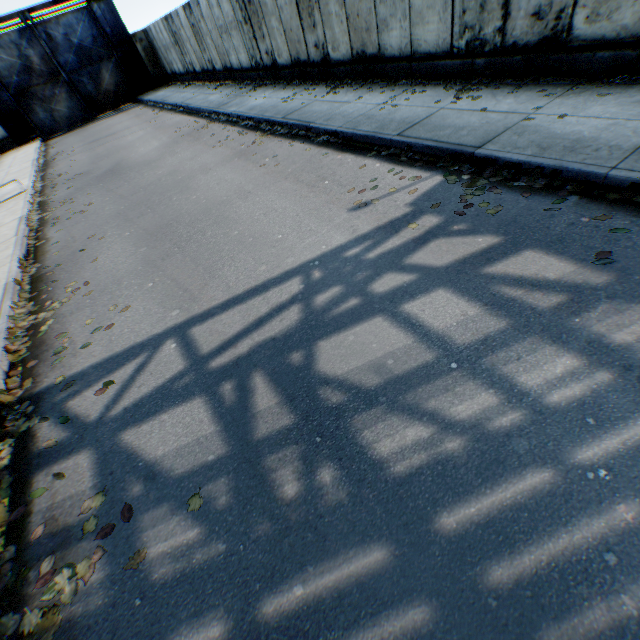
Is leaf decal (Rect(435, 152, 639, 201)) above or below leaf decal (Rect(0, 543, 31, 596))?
above

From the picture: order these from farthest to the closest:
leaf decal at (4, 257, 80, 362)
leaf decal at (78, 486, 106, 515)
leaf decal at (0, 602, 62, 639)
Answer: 1. leaf decal at (4, 257, 80, 362)
2. leaf decal at (78, 486, 106, 515)
3. leaf decal at (0, 602, 62, 639)

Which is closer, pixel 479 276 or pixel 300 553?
pixel 300 553

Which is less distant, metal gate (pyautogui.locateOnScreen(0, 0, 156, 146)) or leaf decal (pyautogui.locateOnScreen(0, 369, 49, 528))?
leaf decal (pyautogui.locateOnScreen(0, 369, 49, 528))

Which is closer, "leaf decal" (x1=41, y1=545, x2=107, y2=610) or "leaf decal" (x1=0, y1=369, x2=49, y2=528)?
"leaf decal" (x1=41, y1=545, x2=107, y2=610)

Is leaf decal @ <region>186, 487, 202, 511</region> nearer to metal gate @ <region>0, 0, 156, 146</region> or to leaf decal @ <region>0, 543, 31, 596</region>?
leaf decal @ <region>0, 543, 31, 596</region>

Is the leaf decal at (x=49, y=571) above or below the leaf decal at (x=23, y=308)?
below

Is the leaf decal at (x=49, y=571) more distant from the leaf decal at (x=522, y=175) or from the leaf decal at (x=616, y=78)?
the leaf decal at (x=616, y=78)
